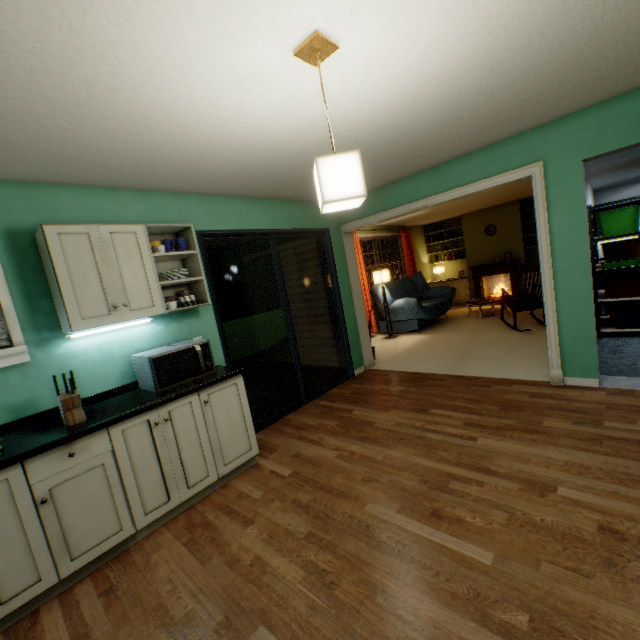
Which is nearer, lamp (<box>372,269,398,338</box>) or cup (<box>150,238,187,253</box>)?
cup (<box>150,238,187,253</box>)

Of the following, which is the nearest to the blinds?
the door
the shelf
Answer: the door

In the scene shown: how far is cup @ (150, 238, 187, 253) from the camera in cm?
256

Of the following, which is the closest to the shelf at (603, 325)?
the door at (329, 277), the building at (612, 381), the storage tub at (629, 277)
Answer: the storage tub at (629, 277)

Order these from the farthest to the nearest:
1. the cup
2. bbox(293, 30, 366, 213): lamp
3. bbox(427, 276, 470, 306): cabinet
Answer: bbox(427, 276, 470, 306): cabinet, the cup, bbox(293, 30, 366, 213): lamp

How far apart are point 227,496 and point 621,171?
7.2 meters

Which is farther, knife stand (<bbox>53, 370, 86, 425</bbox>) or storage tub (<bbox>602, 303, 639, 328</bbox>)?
storage tub (<bbox>602, 303, 639, 328</bbox>)

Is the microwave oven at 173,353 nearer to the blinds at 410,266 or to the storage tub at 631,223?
the blinds at 410,266
